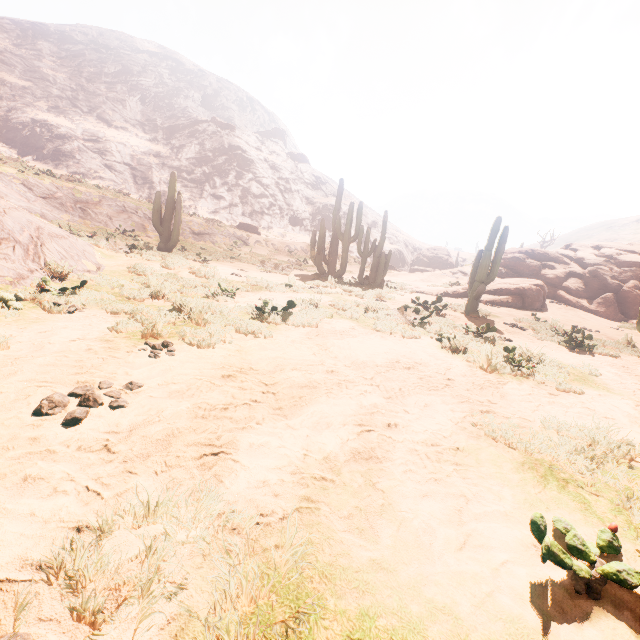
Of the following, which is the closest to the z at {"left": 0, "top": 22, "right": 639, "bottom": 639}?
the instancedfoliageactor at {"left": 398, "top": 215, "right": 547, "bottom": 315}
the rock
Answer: the instancedfoliageactor at {"left": 398, "top": 215, "right": 547, "bottom": 315}

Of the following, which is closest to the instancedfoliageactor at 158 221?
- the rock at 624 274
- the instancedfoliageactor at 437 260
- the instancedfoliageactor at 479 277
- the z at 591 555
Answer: the z at 591 555

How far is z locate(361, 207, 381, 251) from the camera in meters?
48.1

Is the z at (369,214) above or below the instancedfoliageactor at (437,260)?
above

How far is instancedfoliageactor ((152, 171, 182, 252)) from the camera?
16.3m

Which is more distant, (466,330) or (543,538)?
(466,330)

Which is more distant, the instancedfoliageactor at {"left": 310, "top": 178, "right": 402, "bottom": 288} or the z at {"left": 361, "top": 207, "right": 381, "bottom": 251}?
the z at {"left": 361, "top": 207, "right": 381, "bottom": 251}

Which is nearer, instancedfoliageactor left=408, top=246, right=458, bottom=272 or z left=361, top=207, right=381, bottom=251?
instancedfoliageactor left=408, top=246, right=458, bottom=272
